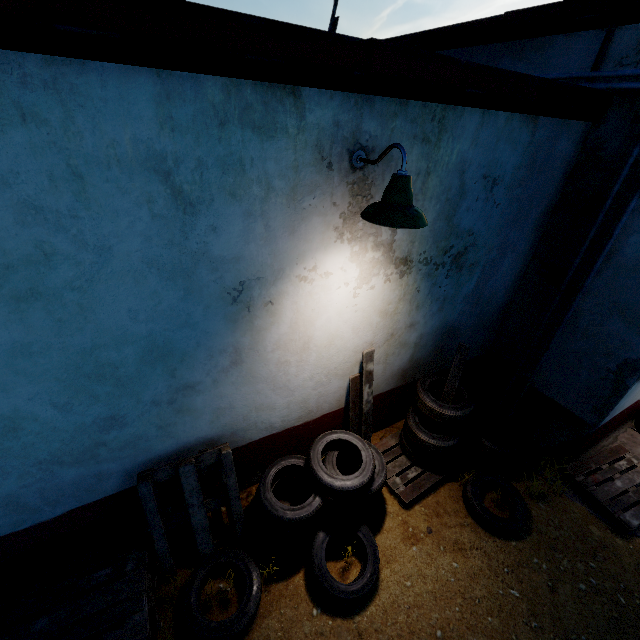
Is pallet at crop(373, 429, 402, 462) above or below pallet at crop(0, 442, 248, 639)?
below

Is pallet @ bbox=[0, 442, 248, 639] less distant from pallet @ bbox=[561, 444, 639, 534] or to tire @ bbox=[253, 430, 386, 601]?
tire @ bbox=[253, 430, 386, 601]

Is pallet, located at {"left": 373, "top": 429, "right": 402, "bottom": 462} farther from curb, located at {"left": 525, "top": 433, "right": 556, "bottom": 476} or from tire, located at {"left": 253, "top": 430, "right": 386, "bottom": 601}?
curb, located at {"left": 525, "top": 433, "right": 556, "bottom": 476}

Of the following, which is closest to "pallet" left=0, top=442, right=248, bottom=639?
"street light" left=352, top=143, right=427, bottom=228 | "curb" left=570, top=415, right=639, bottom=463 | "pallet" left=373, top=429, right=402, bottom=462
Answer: "pallet" left=373, top=429, right=402, bottom=462

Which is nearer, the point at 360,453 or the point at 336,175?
the point at 336,175

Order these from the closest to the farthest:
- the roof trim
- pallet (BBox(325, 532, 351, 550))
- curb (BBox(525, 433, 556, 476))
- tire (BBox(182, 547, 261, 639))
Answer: the roof trim
tire (BBox(182, 547, 261, 639))
pallet (BBox(325, 532, 351, 550))
curb (BBox(525, 433, 556, 476))

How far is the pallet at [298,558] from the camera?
3.14m

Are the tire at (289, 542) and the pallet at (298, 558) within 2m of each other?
yes
